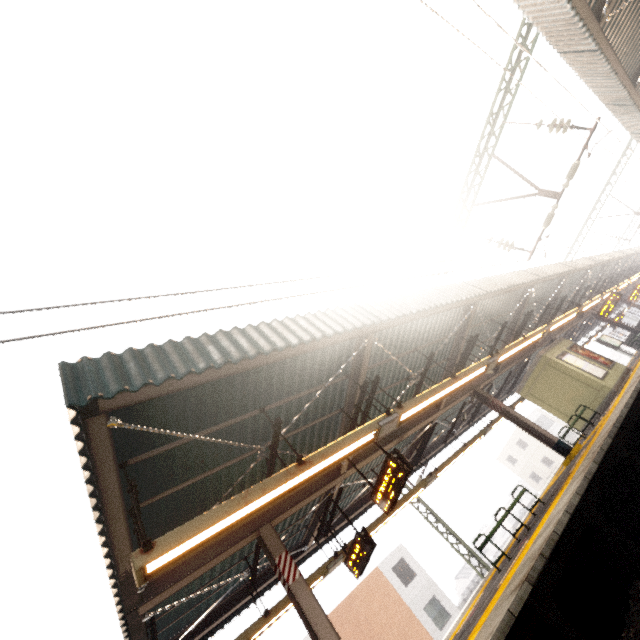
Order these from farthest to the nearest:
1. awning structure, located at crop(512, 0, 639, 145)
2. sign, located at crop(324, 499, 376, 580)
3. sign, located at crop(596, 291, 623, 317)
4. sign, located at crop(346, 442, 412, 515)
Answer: sign, located at crop(596, 291, 623, 317) → sign, located at crop(324, 499, 376, 580) → sign, located at crop(346, 442, 412, 515) → awning structure, located at crop(512, 0, 639, 145)

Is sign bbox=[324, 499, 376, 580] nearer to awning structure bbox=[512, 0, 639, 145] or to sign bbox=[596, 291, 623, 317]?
awning structure bbox=[512, 0, 639, 145]

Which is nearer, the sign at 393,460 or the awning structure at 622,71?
the awning structure at 622,71

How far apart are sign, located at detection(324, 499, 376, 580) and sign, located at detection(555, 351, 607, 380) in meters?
11.8

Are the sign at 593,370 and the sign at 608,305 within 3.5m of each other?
Result: no

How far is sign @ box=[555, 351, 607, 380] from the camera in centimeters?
1359cm

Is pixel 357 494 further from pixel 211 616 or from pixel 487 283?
pixel 487 283

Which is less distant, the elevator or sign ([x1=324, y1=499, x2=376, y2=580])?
sign ([x1=324, y1=499, x2=376, y2=580])
